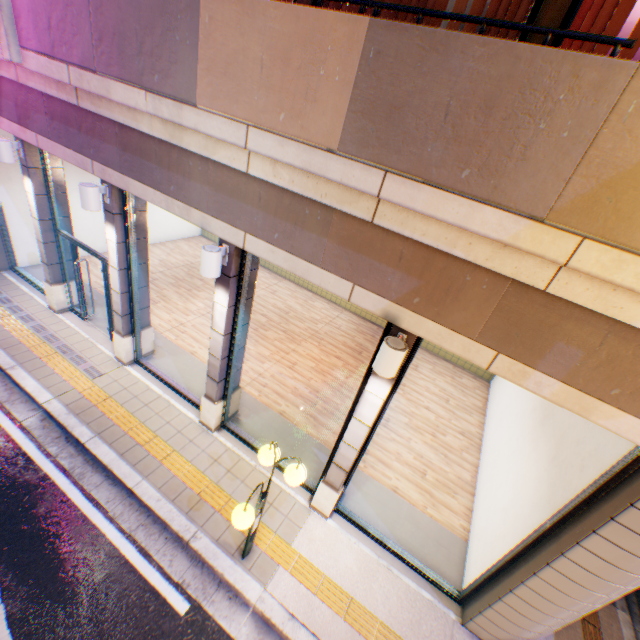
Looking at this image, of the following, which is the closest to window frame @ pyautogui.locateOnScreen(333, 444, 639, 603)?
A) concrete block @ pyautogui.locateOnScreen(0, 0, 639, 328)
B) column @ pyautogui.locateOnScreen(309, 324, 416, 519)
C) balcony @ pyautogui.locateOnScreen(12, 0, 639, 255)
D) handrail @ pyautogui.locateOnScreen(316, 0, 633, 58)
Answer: column @ pyautogui.locateOnScreen(309, 324, 416, 519)

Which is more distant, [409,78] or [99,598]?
[99,598]

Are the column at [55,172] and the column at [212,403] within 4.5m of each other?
no

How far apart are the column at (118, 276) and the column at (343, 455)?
5.33m

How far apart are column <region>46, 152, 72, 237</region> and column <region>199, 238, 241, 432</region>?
5.3 meters

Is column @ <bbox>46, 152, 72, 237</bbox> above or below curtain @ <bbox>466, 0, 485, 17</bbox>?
below

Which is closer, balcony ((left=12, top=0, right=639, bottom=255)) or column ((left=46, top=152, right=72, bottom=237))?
balcony ((left=12, top=0, right=639, bottom=255))
